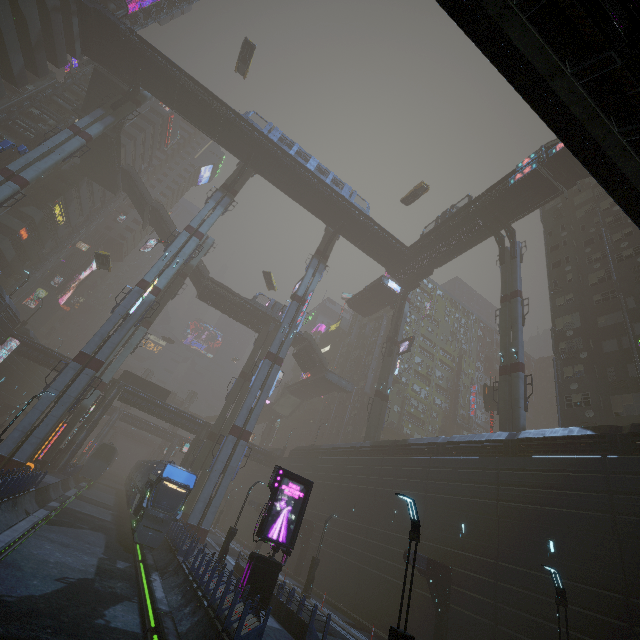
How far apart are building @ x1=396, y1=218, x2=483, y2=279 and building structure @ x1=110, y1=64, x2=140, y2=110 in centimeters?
4231cm

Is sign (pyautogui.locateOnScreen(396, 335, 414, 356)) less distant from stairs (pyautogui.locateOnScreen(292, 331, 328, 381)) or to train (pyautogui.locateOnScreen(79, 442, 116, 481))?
stairs (pyautogui.locateOnScreen(292, 331, 328, 381))

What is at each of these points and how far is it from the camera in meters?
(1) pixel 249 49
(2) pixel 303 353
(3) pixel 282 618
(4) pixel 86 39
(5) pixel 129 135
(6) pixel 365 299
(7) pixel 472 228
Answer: (1) taxi, 39.5
(2) bridge, 55.0
(3) building, 15.2
(4) bridge, 37.1
(5) building, 59.1
(6) bridge, 59.3
(7) building, 40.4

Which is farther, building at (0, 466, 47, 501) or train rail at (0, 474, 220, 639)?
building at (0, 466, 47, 501)

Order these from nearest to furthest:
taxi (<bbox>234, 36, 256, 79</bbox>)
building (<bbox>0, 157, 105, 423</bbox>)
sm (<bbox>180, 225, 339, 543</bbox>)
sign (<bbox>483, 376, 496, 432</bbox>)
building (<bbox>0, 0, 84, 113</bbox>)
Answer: sm (<bbox>180, 225, 339, 543</bbox>), building (<bbox>0, 0, 84, 113</bbox>), sign (<bbox>483, 376, 496, 432</bbox>), taxi (<bbox>234, 36, 256, 79</bbox>), building (<bbox>0, 157, 105, 423</bbox>)

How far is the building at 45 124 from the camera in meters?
44.8 m

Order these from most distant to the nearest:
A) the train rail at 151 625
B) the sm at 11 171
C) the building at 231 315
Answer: Answer: the building at 231 315 → the sm at 11 171 → the train rail at 151 625

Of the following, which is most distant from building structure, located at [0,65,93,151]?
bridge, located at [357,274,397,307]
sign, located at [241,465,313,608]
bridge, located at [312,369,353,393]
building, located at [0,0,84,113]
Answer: bridge, located at [312,369,353,393]
